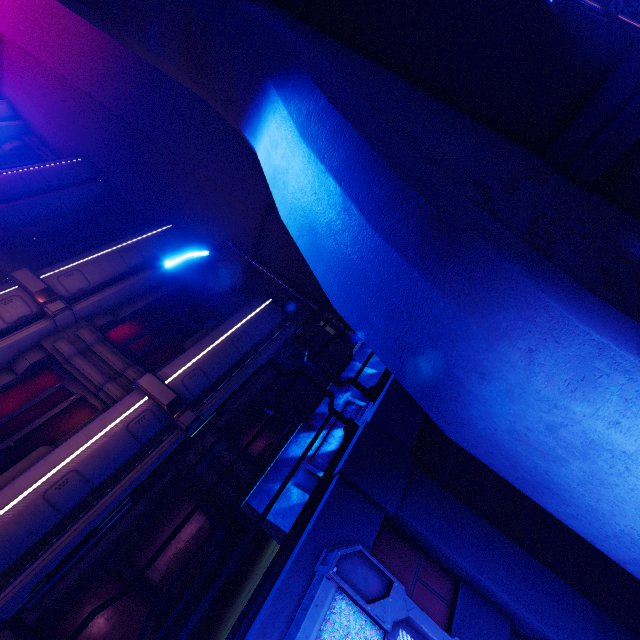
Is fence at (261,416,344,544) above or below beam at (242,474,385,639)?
above

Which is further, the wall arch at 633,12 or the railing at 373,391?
the wall arch at 633,12

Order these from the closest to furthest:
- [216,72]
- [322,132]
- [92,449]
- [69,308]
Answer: [322,132] < [216,72] < [92,449] < [69,308]

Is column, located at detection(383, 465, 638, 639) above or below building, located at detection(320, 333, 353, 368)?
below

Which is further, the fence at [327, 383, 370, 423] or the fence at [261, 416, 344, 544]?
the fence at [327, 383, 370, 423]

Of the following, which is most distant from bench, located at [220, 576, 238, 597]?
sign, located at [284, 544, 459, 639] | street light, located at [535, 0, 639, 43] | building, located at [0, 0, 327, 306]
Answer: street light, located at [535, 0, 639, 43]

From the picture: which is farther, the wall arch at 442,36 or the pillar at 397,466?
the wall arch at 442,36

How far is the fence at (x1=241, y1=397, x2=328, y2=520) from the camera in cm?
336
